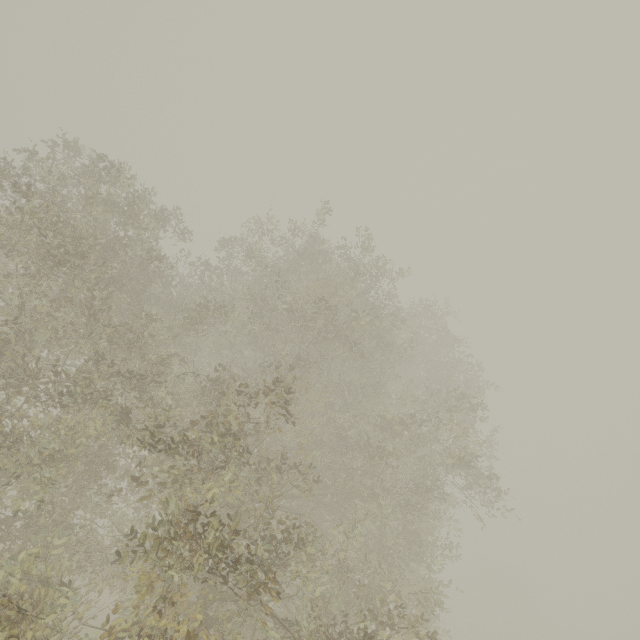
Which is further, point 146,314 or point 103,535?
point 103,535
